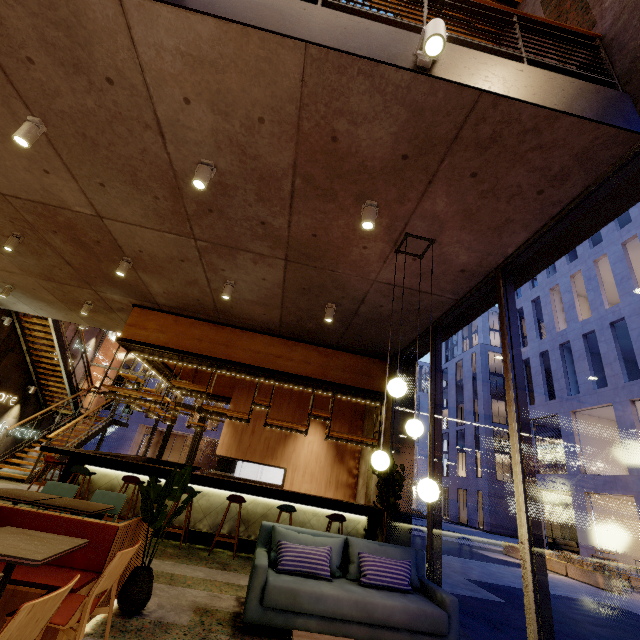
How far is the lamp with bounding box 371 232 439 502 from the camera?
2.9 meters

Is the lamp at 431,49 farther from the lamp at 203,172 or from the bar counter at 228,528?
the bar counter at 228,528

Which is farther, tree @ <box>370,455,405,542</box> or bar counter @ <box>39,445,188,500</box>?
bar counter @ <box>39,445,188,500</box>

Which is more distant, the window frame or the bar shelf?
the bar shelf

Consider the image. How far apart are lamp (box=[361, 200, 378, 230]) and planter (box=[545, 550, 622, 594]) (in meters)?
17.13

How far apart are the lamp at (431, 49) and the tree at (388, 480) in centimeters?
542cm

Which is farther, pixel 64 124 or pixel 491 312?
pixel 491 312

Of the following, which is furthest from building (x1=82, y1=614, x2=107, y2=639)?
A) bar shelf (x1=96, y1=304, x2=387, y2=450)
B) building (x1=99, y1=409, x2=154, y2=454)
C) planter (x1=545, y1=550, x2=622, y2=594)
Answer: building (x1=99, y1=409, x2=154, y2=454)
